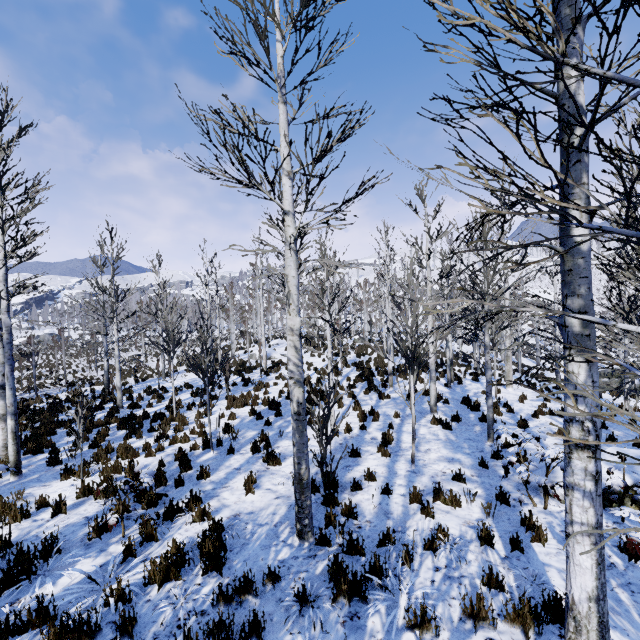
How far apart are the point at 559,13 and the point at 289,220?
3.6 meters

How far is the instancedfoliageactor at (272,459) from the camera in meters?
8.1 m

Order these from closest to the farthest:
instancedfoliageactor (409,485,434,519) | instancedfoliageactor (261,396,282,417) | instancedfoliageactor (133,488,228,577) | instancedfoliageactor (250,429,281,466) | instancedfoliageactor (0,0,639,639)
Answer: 1. instancedfoliageactor (0,0,639,639)
2. instancedfoliageactor (133,488,228,577)
3. instancedfoliageactor (409,485,434,519)
4. instancedfoliageactor (250,429,281,466)
5. instancedfoliageactor (261,396,282,417)

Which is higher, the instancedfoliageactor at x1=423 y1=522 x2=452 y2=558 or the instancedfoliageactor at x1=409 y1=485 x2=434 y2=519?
the instancedfoliageactor at x1=423 y1=522 x2=452 y2=558

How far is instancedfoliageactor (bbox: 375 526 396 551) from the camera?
5.01m

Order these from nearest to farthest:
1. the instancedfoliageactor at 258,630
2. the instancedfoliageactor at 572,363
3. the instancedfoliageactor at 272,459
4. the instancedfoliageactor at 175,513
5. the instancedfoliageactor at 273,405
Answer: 1. the instancedfoliageactor at 572,363
2. the instancedfoliageactor at 258,630
3. the instancedfoliageactor at 175,513
4. the instancedfoliageactor at 272,459
5. the instancedfoliageactor at 273,405
